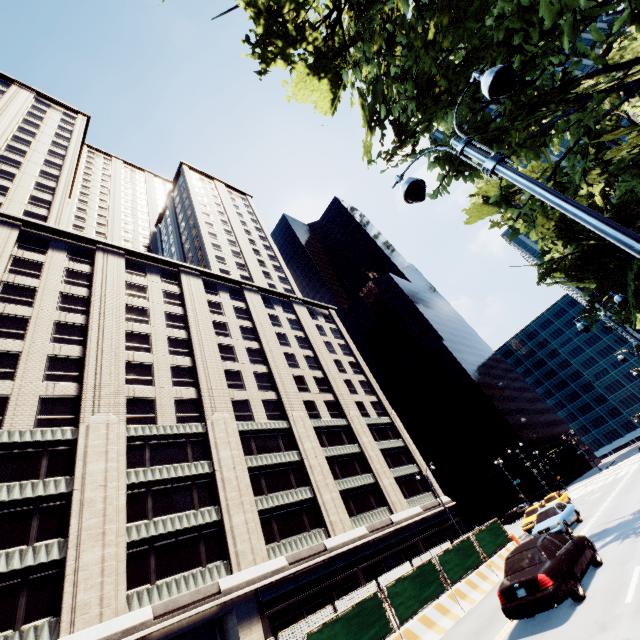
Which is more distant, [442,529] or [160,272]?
[160,272]

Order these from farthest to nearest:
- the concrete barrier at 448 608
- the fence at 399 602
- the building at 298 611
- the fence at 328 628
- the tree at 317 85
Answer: the building at 298 611 < the fence at 399 602 < the concrete barrier at 448 608 < the fence at 328 628 < the tree at 317 85

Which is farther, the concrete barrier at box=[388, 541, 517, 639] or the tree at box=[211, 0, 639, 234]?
the concrete barrier at box=[388, 541, 517, 639]

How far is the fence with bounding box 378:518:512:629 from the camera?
12.6m

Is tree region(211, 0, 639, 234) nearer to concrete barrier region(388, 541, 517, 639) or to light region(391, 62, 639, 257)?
light region(391, 62, 639, 257)

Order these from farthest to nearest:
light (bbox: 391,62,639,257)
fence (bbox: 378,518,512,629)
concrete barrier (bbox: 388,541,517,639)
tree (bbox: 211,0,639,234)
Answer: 1. fence (bbox: 378,518,512,629)
2. concrete barrier (bbox: 388,541,517,639)
3. tree (bbox: 211,0,639,234)
4. light (bbox: 391,62,639,257)

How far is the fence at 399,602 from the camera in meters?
12.6

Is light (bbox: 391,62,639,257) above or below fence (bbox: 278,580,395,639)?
above
